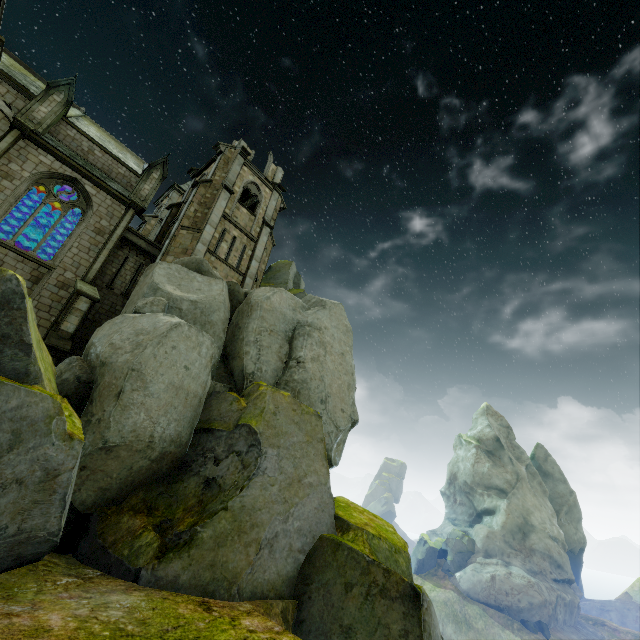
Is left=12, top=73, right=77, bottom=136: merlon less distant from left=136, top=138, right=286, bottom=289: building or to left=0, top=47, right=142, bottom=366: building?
left=0, top=47, right=142, bottom=366: building

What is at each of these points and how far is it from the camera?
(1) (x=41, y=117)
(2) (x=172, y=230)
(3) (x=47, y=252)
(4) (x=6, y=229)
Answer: (1) merlon, 17.7 meters
(2) building, 22.1 meters
(3) building, 26.7 meters
(4) building, 23.2 meters

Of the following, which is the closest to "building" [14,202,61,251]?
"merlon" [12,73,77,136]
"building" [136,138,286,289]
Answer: "merlon" [12,73,77,136]

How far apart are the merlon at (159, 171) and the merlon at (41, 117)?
4.6m

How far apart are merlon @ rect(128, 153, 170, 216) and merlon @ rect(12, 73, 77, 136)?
4.6m

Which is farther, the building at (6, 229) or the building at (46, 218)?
the building at (46, 218)

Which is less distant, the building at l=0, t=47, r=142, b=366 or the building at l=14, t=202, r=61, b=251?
the building at l=0, t=47, r=142, b=366
